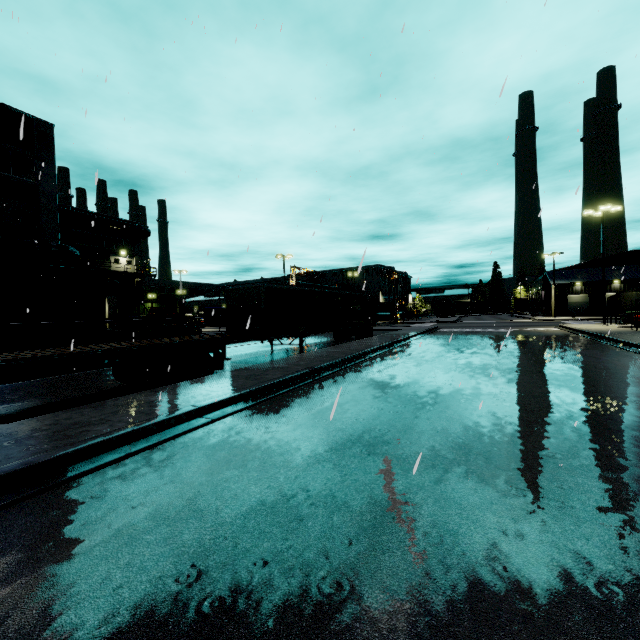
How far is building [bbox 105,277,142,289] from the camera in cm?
4016

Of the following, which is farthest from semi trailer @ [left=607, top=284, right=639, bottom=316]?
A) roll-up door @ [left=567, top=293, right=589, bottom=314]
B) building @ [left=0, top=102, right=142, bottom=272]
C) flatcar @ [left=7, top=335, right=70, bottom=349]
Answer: flatcar @ [left=7, top=335, right=70, bottom=349]

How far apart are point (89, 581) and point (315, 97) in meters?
14.2

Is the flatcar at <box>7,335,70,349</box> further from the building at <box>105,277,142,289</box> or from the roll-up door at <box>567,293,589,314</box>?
the roll-up door at <box>567,293,589,314</box>

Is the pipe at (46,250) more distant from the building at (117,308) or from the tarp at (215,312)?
the tarp at (215,312)

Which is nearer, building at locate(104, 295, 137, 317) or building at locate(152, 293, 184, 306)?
building at locate(104, 295, 137, 317)

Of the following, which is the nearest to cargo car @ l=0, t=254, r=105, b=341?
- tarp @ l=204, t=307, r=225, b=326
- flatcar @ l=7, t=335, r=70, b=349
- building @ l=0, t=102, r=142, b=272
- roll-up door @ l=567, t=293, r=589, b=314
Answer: flatcar @ l=7, t=335, r=70, b=349

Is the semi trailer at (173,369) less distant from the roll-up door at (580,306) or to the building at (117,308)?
the building at (117,308)
